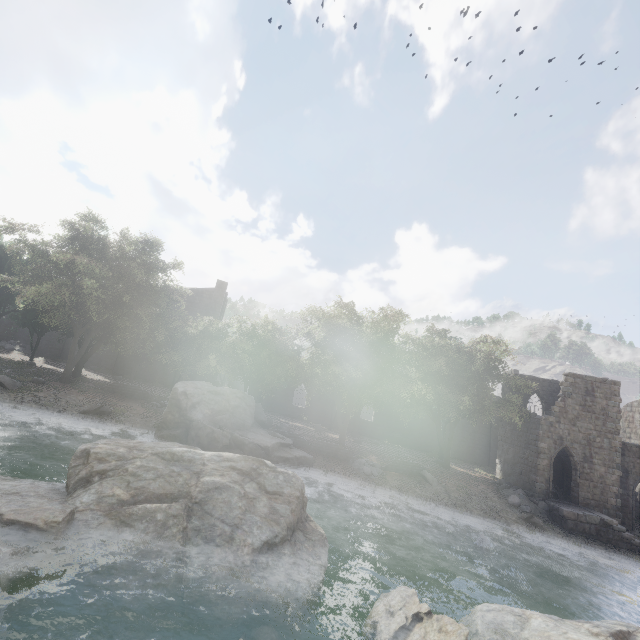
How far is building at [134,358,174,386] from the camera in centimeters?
3647cm

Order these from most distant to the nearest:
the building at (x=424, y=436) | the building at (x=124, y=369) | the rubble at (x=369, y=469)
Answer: the building at (x=424, y=436), the building at (x=124, y=369), the rubble at (x=369, y=469)

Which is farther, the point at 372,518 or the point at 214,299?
the point at 214,299

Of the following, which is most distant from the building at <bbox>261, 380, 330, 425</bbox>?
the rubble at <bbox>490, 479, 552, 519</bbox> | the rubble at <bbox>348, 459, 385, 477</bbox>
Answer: the rubble at <bbox>348, 459, 385, 477</bbox>

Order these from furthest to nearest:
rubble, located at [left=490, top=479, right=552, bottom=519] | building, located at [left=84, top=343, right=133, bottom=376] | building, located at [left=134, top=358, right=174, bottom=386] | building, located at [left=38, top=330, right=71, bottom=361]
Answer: building, located at [left=134, top=358, right=174, bottom=386], building, located at [left=84, top=343, right=133, bottom=376], building, located at [left=38, top=330, right=71, bottom=361], rubble, located at [left=490, top=479, right=552, bottom=519]

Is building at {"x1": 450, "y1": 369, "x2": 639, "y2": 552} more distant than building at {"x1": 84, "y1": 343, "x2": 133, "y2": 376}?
No

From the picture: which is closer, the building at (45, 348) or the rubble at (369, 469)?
the rubble at (369, 469)
